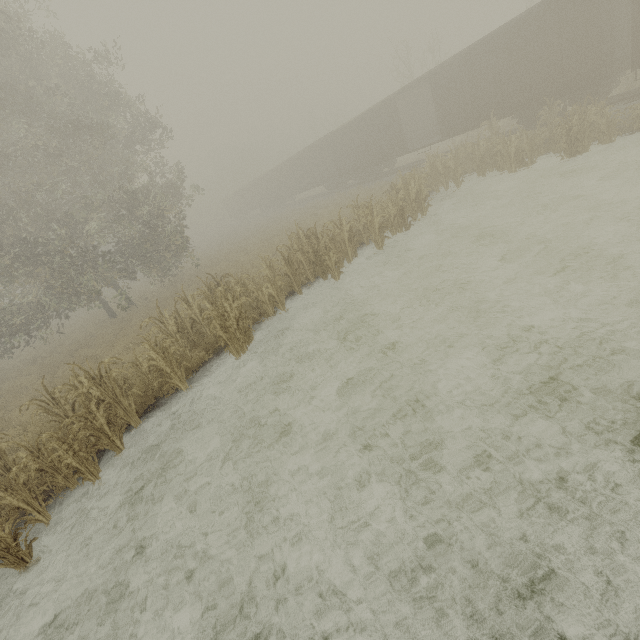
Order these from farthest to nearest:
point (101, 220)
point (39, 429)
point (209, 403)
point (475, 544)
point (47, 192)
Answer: point (47, 192), point (101, 220), point (39, 429), point (209, 403), point (475, 544)

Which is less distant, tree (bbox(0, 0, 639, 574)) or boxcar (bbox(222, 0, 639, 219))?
tree (bbox(0, 0, 639, 574))

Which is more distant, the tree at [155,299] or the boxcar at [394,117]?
the boxcar at [394,117]
